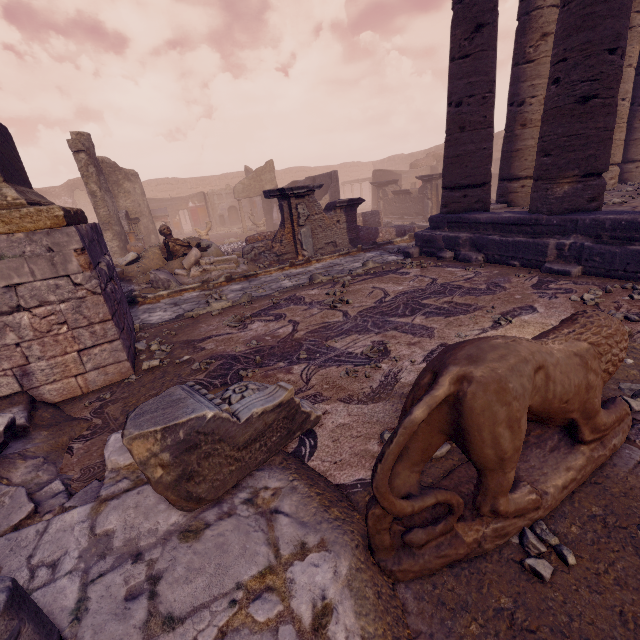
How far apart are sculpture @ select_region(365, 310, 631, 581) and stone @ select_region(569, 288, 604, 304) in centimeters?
229cm

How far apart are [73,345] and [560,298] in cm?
616

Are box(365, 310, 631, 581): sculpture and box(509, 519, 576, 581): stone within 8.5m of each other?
yes

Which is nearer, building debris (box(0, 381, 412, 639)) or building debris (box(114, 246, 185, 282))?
building debris (box(0, 381, 412, 639))

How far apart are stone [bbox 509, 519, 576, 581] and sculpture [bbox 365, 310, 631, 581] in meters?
0.0 m

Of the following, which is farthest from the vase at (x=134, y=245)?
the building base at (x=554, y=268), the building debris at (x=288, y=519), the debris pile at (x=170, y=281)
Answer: the building debris at (x=288, y=519)

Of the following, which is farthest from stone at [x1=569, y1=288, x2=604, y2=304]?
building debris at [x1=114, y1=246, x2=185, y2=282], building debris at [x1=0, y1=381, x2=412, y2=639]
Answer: building debris at [x1=114, y1=246, x2=185, y2=282]

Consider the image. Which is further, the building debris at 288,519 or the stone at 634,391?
the stone at 634,391
